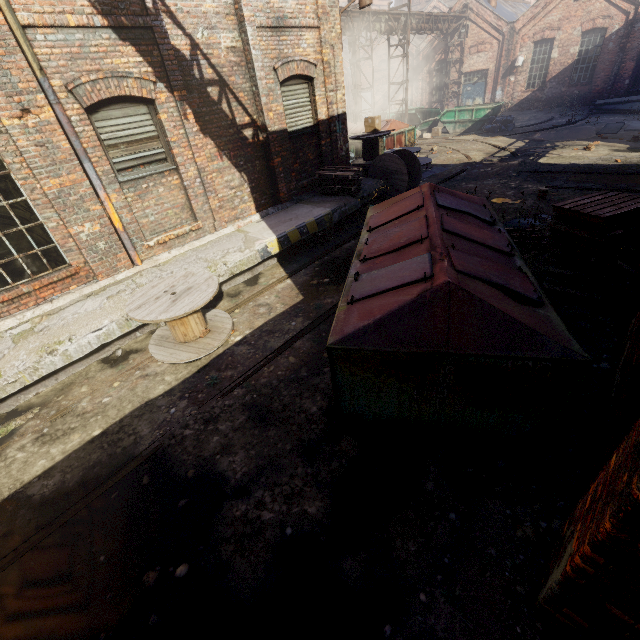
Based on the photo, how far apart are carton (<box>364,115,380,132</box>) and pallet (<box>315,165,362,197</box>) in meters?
3.5

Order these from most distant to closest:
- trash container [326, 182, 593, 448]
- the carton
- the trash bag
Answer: the trash bag → the carton → trash container [326, 182, 593, 448]

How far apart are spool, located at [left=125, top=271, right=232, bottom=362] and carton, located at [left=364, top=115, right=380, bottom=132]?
9.59m

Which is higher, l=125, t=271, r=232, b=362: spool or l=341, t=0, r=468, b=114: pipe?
l=341, t=0, r=468, b=114: pipe

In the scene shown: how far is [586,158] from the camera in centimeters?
1196cm

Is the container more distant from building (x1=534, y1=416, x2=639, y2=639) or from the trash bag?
building (x1=534, y1=416, x2=639, y2=639)

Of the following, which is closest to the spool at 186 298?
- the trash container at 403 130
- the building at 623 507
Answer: the building at 623 507

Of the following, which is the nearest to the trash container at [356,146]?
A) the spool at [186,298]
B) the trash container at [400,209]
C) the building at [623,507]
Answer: the trash container at [400,209]
